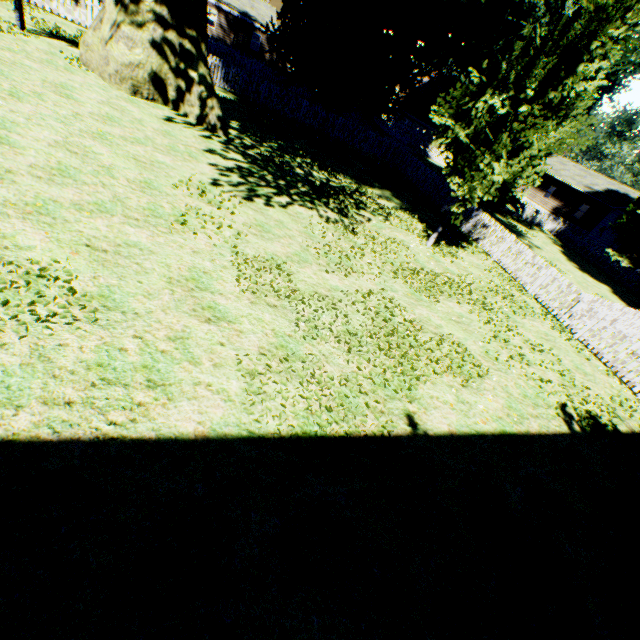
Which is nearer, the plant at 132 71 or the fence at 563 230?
the plant at 132 71

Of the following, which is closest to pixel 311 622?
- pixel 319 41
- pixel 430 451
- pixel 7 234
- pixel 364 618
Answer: pixel 364 618

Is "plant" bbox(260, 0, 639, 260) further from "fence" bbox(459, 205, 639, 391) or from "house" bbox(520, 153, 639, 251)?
"house" bbox(520, 153, 639, 251)

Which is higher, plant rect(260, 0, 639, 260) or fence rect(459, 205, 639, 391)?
plant rect(260, 0, 639, 260)

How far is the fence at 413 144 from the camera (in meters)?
18.20

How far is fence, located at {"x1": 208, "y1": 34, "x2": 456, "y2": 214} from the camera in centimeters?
1820cm

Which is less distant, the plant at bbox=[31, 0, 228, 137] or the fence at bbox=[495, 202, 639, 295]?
the plant at bbox=[31, 0, 228, 137]
